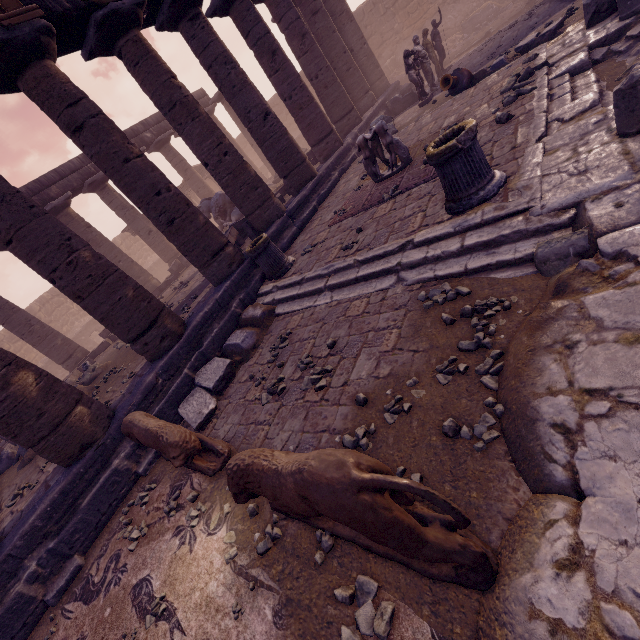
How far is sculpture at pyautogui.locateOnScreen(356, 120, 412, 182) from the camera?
7.0m

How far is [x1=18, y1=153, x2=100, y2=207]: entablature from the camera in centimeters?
1352cm

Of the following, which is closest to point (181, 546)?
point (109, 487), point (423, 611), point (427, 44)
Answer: point (109, 487)

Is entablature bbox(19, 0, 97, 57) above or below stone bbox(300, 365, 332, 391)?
above

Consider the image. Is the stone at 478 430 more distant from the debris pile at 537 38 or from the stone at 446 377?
the debris pile at 537 38

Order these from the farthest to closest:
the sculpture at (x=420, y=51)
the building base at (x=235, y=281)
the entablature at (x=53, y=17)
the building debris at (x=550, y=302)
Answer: the sculpture at (x=420, y=51) → the entablature at (x=53, y=17) → the building base at (x=235, y=281) → the building debris at (x=550, y=302)

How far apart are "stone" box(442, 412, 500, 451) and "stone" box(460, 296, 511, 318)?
0.1m

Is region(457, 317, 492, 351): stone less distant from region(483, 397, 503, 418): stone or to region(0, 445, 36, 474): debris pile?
region(483, 397, 503, 418): stone
